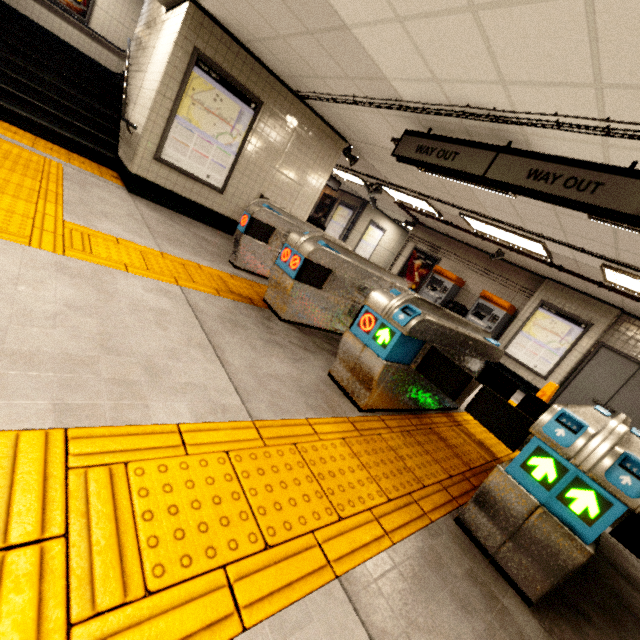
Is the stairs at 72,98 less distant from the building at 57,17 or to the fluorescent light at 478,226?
the building at 57,17

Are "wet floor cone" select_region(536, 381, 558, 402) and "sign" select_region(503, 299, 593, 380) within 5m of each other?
yes

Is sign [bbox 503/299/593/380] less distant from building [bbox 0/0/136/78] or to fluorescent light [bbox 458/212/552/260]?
fluorescent light [bbox 458/212/552/260]

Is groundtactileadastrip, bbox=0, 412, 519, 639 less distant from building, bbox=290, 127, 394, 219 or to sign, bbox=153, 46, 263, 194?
building, bbox=290, 127, 394, 219

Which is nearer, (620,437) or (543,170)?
(620,437)

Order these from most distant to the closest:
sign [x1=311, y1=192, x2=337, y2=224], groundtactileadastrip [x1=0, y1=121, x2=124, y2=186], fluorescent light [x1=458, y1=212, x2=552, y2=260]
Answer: sign [x1=311, y1=192, x2=337, y2=224] < fluorescent light [x1=458, y1=212, x2=552, y2=260] < groundtactileadastrip [x1=0, y1=121, x2=124, y2=186]

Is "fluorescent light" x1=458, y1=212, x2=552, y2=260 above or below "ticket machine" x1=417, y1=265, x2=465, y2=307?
above

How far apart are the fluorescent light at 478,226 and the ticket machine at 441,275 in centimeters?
209cm
